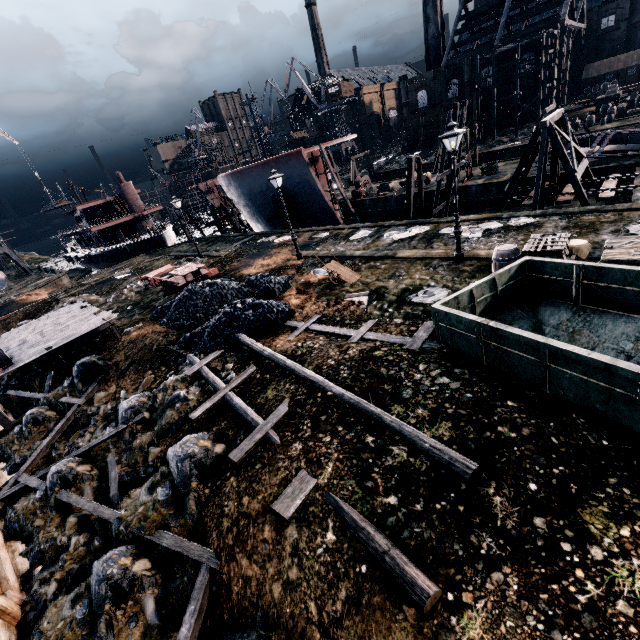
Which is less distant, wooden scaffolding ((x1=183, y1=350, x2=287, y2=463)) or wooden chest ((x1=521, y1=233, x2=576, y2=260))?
wooden scaffolding ((x1=183, y1=350, x2=287, y2=463))

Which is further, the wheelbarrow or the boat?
the boat

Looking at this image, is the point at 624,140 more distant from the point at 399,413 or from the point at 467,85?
the point at 467,85

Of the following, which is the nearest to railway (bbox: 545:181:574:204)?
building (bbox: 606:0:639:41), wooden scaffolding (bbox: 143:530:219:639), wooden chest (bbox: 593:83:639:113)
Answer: building (bbox: 606:0:639:41)

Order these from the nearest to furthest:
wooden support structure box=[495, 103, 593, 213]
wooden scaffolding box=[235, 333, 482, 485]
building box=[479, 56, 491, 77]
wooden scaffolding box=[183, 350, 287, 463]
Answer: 1. wooden scaffolding box=[235, 333, 482, 485]
2. wooden scaffolding box=[183, 350, 287, 463]
3. wooden support structure box=[495, 103, 593, 213]
4. building box=[479, 56, 491, 77]

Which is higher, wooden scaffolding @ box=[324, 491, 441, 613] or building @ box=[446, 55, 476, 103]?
building @ box=[446, 55, 476, 103]

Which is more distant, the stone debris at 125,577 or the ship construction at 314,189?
the ship construction at 314,189

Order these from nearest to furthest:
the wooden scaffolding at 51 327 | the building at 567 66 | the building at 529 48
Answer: the wooden scaffolding at 51 327 → the building at 529 48 → the building at 567 66
